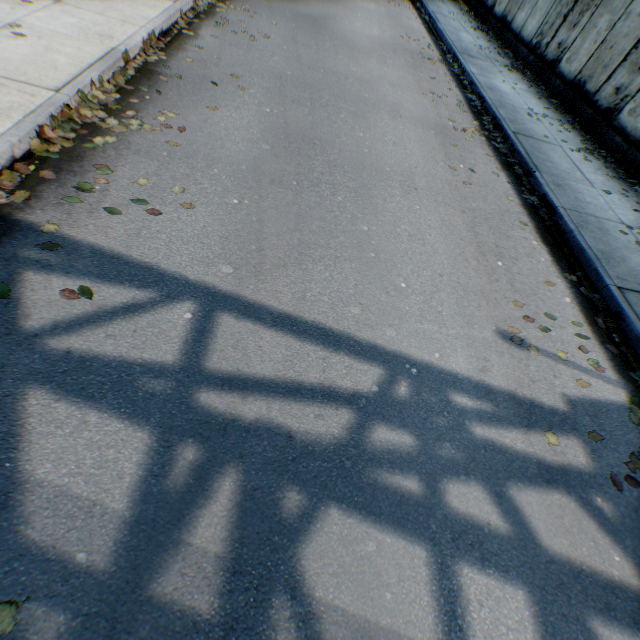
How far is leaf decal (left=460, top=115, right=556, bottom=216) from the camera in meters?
5.9

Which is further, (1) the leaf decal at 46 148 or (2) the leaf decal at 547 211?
(2) the leaf decal at 547 211

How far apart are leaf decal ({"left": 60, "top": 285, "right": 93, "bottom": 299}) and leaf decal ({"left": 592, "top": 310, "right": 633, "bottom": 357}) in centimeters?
581cm

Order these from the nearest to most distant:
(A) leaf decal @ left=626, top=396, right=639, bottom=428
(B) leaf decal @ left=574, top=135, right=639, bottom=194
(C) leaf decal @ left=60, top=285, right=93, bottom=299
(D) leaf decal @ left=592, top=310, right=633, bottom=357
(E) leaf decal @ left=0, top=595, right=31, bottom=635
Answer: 1. (E) leaf decal @ left=0, top=595, right=31, bottom=635
2. (C) leaf decal @ left=60, top=285, right=93, bottom=299
3. (A) leaf decal @ left=626, top=396, right=639, bottom=428
4. (D) leaf decal @ left=592, top=310, right=633, bottom=357
5. (B) leaf decal @ left=574, top=135, right=639, bottom=194

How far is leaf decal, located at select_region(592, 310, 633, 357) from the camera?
4.15m

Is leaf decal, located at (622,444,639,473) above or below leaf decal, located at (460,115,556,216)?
below

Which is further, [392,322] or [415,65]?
[415,65]

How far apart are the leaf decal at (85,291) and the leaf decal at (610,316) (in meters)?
5.81
